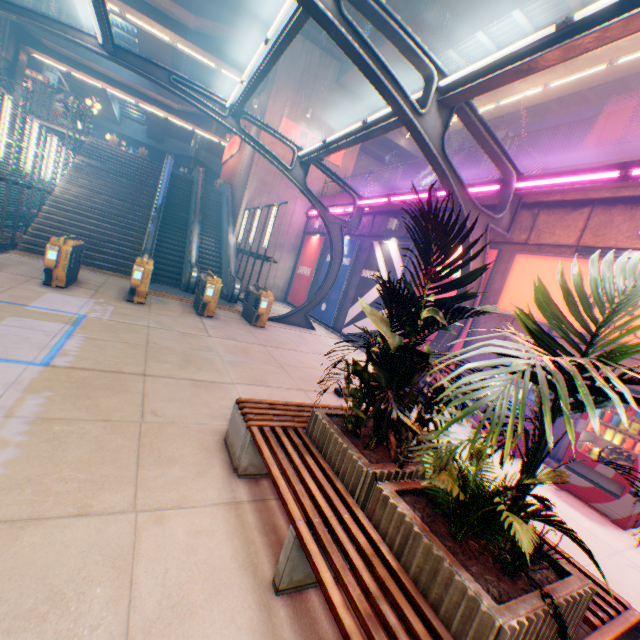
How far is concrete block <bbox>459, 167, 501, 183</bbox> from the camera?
9.7 meters

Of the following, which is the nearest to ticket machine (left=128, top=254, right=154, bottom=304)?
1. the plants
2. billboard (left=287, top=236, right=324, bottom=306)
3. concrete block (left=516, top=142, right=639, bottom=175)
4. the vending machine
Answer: the plants

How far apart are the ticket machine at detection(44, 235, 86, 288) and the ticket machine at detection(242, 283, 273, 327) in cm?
538

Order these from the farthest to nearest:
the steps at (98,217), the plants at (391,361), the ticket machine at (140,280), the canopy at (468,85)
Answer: the steps at (98,217) < the ticket machine at (140,280) < the canopy at (468,85) < the plants at (391,361)

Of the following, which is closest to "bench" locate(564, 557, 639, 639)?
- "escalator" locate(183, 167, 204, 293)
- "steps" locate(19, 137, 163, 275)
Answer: "escalator" locate(183, 167, 204, 293)

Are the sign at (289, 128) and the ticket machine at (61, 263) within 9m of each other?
no

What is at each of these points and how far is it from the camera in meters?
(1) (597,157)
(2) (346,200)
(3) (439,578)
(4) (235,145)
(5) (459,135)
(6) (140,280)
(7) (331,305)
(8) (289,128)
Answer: (1) concrete block, 7.4
(2) concrete block, 17.2
(3) flower bed, 2.1
(4) sign, 24.4
(5) overpass support, 24.2
(6) ticket machine, 9.4
(7) billboard, 16.0
(8) sign, 19.1

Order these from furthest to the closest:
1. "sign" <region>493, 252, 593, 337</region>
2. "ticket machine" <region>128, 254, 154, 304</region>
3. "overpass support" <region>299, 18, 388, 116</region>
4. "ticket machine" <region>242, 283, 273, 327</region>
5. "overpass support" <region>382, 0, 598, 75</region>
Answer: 1. "overpass support" <region>299, 18, 388, 116</region>
2. "overpass support" <region>382, 0, 598, 75</region>
3. "ticket machine" <region>242, 283, 273, 327</region>
4. "ticket machine" <region>128, 254, 154, 304</region>
5. "sign" <region>493, 252, 593, 337</region>
